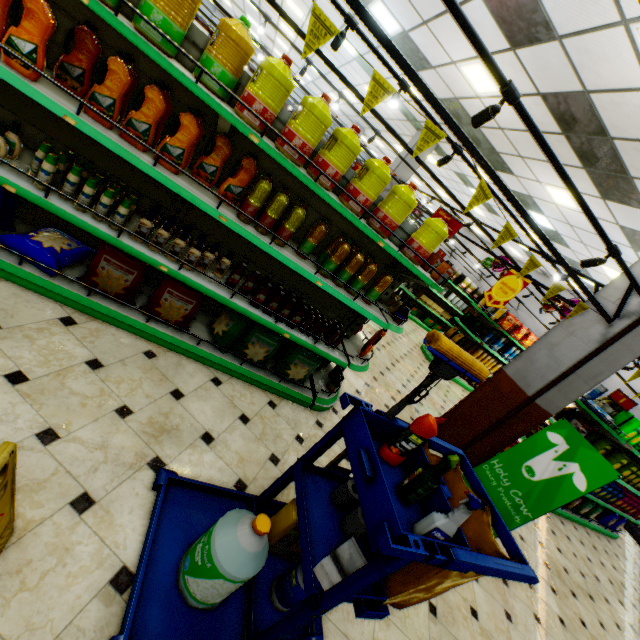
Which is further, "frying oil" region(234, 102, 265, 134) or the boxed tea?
the boxed tea

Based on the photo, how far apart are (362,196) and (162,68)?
1.7m

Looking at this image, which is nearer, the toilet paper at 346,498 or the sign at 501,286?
the toilet paper at 346,498

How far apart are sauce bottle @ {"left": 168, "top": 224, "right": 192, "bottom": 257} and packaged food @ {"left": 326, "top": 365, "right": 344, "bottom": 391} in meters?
2.0 m

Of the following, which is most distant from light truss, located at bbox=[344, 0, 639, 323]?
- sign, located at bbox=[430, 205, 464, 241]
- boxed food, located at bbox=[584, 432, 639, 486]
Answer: boxed food, located at bbox=[584, 432, 639, 486]

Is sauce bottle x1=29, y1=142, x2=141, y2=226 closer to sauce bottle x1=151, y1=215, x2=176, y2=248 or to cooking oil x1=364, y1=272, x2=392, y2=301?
sauce bottle x1=151, y1=215, x2=176, y2=248

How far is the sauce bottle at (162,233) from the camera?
2.5 meters

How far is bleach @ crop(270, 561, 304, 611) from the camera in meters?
1.8 m
